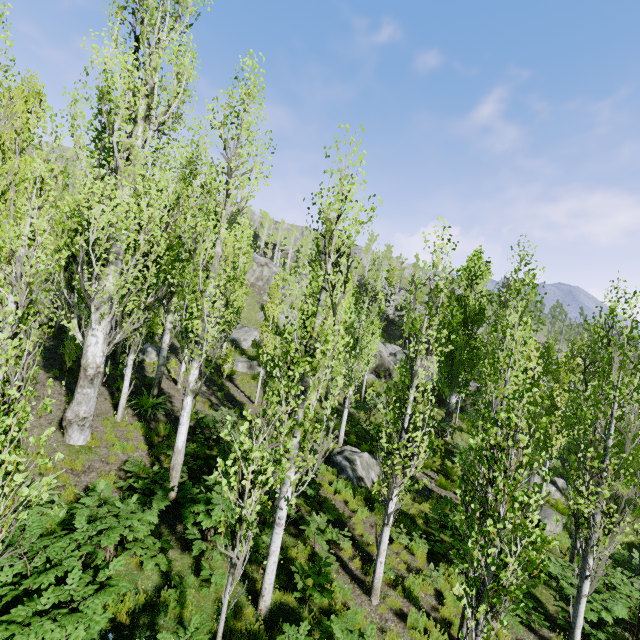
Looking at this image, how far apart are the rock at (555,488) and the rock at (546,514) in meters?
2.7

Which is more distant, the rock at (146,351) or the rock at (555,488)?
the rock at (146,351)

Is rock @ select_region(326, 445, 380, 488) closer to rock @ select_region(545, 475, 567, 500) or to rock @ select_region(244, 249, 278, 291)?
rock @ select_region(545, 475, 567, 500)

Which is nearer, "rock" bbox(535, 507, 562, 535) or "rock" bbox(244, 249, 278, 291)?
"rock" bbox(535, 507, 562, 535)

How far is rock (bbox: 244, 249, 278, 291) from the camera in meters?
48.9

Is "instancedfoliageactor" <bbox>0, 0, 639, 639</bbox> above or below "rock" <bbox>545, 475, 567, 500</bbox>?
above

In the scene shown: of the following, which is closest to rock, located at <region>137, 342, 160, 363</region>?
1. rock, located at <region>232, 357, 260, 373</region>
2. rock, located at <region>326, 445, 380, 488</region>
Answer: Answer: rock, located at <region>232, 357, 260, 373</region>

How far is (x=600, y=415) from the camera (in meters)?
8.05
